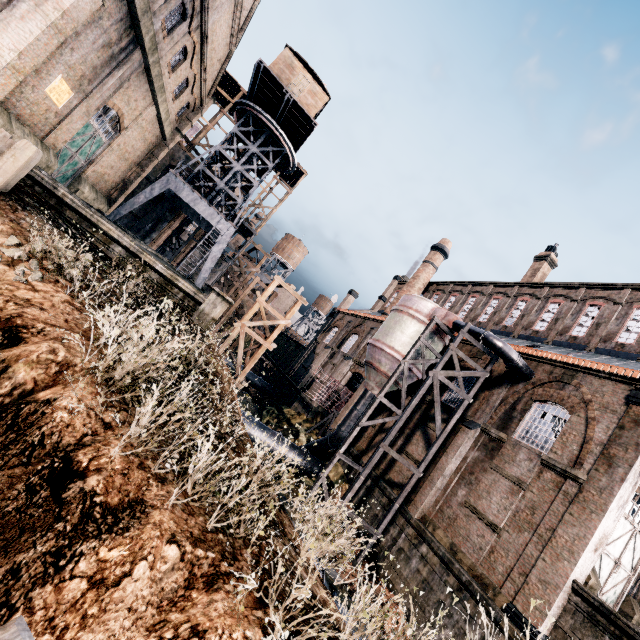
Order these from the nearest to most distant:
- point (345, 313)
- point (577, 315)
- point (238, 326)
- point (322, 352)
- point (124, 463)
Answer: point (124, 463) → point (238, 326) → point (577, 315) → point (322, 352) → point (345, 313)

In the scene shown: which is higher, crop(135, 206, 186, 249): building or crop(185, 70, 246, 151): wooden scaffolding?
crop(185, 70, 246, 151): wooden scaffolding

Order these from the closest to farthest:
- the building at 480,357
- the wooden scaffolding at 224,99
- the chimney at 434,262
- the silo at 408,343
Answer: the silo at 408,343
the building at 480,357
the wooden scaffolding at 224,99
the chimney at 434,262

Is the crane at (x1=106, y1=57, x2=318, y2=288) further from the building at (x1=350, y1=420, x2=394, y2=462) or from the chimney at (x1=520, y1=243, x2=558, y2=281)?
the chimney at (x1=520, y1=243, x2=558, y2=281)

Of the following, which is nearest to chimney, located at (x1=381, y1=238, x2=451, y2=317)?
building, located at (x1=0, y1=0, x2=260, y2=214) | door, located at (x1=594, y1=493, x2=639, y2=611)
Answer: building, located at (x1=0, y1=0, x2=260, y2=214)

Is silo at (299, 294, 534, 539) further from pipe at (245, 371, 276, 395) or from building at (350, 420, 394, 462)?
pipe at (245, 371, 276, 395)

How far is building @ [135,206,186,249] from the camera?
37.16m

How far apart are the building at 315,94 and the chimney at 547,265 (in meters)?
25.60
